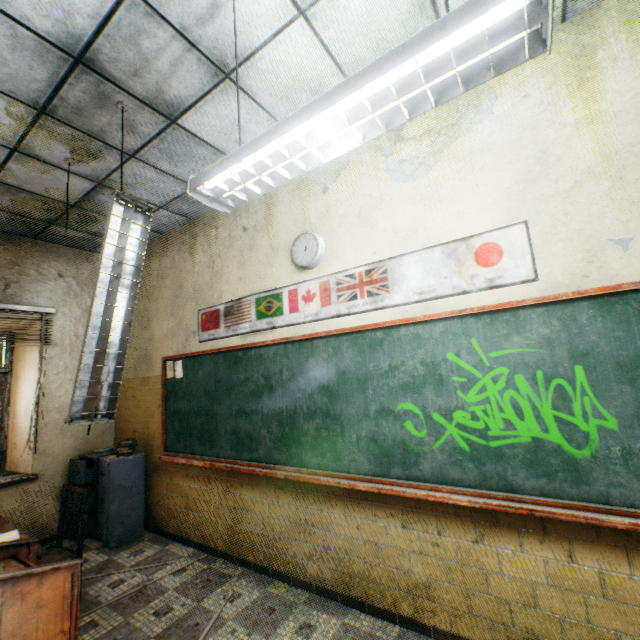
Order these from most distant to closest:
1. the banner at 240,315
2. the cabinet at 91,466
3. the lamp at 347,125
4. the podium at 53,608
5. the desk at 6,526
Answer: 1. the cabinet at 91,466
2. the desk at 6,526
3. the banner at 240,315
4. the podium at 53,608
5. the lamp at 347,125

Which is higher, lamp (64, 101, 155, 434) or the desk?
lamp (64, 101, 155, 434)

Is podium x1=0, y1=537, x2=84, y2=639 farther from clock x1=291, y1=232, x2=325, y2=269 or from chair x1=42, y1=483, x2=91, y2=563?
clock x1=291, y1=232, x2=325, y2=269

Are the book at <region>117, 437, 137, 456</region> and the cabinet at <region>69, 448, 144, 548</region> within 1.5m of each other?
yes

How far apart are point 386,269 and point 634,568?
2.28m

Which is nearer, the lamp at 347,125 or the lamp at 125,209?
the lamp at 347,125

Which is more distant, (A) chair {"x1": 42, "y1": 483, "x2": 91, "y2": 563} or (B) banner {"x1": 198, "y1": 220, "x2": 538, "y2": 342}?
(A) chair {"x1": 42, "y1": 483, "x2": 91, "y2": 563}

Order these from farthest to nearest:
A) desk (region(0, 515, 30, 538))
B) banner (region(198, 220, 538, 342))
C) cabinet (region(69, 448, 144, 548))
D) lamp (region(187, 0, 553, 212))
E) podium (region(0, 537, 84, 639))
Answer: cabinet (region(69, 448, 144, 548)) < desk (region(0, 515, 30, 538)) < banner (region(198, 220, 538, 342)) < podium (region(0, 537, 84, 639)) < lamp (region(187, 0, 553, 212))
